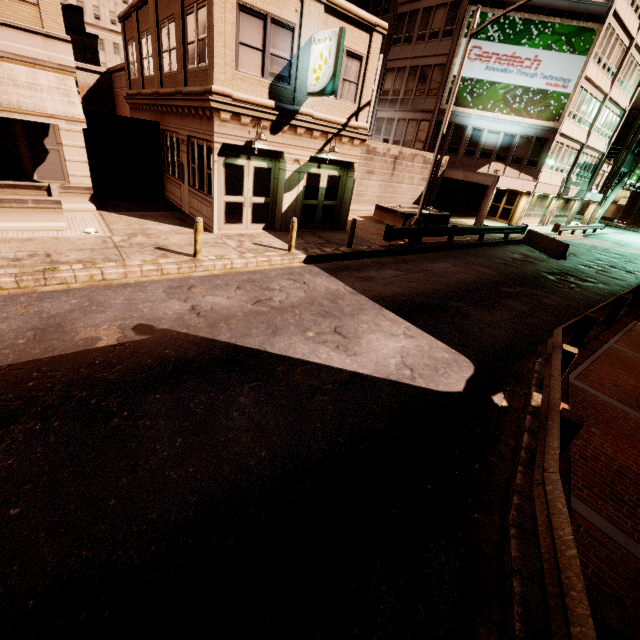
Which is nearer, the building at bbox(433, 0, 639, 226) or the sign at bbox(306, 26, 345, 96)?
the sign at bbox(306, 26, 345, 96)

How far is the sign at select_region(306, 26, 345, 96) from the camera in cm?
1065

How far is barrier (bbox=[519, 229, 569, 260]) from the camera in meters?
19.3

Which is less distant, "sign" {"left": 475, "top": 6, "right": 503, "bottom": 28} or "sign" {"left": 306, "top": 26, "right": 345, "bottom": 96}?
"sign" {"left": 306, "top": 26, "right": 345, "bottom": 96}

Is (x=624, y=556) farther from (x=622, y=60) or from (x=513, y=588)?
(x=622, y=60)

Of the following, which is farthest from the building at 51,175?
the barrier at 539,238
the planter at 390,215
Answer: the barrier at 539,238

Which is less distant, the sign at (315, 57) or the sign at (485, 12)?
the sign at (315, 57)

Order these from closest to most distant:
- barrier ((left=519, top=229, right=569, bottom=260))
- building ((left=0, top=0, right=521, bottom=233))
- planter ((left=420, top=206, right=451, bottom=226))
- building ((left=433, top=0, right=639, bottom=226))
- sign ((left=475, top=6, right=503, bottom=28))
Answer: building ((left=0, top=0, right=521, bottom=233)) → barrier ((left=519, top=229, right=569, bottom=260)) → planter ((left=420, top=206, right=451, bottom=226)) → sign ((left=475, top=6, right=503, bottom=28)) → building ((left=433, top=0, right=639, bottom=226))
